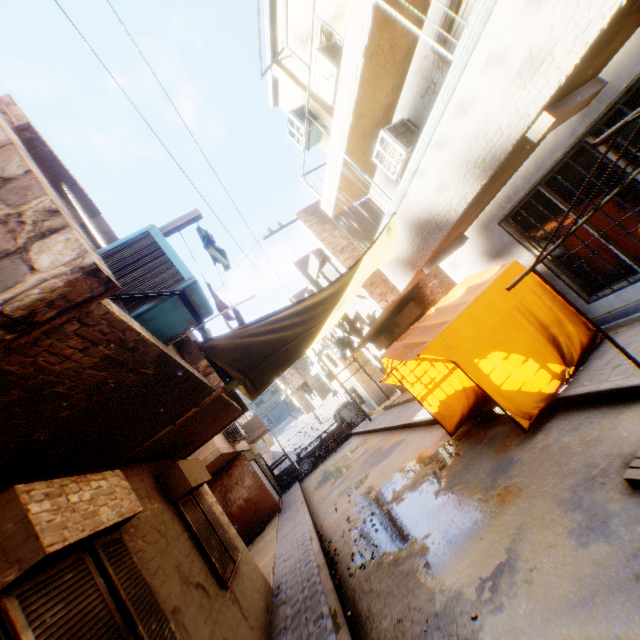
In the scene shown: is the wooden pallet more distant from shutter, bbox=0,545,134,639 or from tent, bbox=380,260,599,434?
shutter, bbox=0,545,134,639

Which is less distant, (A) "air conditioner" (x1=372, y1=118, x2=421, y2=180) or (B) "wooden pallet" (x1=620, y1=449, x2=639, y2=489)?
(B) "wooden pallet" (x1=620, y1=449, x2=639, y2=489)

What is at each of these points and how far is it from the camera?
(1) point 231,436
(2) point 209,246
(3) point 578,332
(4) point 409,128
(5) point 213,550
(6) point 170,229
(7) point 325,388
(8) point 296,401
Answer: (1) air conditioner, 13.84m
(2) dryer, 4.15m
(3) tent, 6.12m
(4) air conditioner, 7.14m
(5) shutter, 5.64m
(6) dryer, 3.88m
(7) building, 25.61m
(8) building, 50.41m

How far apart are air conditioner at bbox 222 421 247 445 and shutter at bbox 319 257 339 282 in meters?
7.0

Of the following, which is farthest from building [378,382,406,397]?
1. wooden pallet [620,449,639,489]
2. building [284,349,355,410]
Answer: building [284,349,355,410]

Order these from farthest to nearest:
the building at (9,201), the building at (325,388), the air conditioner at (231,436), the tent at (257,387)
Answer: the building at (325,388), the air conditioner at (231,436), the tent at (257,387), the building at (9,201)

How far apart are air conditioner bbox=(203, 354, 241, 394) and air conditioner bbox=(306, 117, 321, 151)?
6.1 meters

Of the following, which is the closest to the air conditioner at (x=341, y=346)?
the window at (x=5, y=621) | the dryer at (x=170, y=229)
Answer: the dryer at (x=170, y=229)
